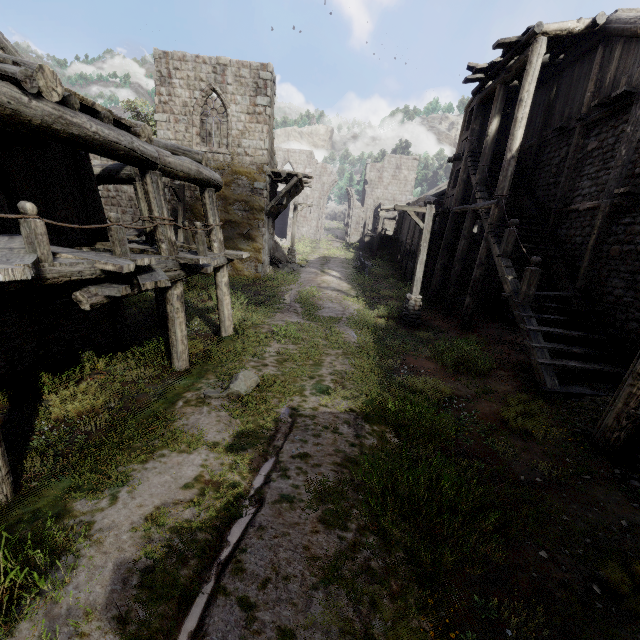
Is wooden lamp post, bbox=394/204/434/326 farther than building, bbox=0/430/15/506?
Yes

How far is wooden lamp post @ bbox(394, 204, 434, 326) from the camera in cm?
1248

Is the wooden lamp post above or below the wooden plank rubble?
below

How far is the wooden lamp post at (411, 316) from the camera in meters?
12.5 m

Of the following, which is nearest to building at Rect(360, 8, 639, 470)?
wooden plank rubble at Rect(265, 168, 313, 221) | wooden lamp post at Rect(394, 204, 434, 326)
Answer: wooden plank rubble at Rect(265, 168, 313, 221)

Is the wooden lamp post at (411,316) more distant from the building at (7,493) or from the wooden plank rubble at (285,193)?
the wooden plank rubble at (285,193)

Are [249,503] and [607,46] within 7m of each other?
no

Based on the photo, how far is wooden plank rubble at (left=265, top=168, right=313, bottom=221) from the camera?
18.6m
